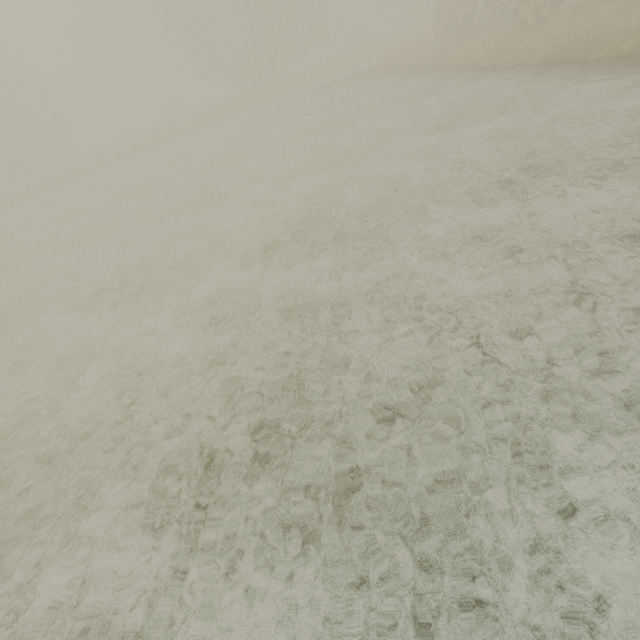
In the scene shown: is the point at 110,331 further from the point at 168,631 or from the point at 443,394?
the point at 443,394
